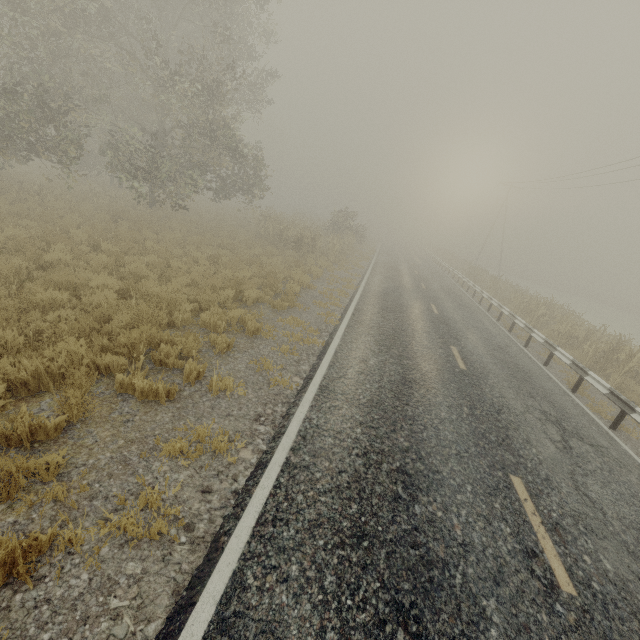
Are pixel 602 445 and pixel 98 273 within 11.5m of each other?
no

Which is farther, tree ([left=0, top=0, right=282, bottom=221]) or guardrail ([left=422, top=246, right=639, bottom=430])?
tree ([left=0, top=0, right=282, bottom=221])

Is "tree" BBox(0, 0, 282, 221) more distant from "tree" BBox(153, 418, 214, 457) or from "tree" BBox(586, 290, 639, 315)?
"tree" BBox(586, 290, 639, 315)

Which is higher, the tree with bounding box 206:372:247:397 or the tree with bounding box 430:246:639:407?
the tree with bounding box 430:246:639:407

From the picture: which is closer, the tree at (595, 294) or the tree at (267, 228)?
the tree at (267, 228)

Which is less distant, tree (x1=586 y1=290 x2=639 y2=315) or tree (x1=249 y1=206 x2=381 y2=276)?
tree (x1=249 y1=206 x2=381 y2=276)

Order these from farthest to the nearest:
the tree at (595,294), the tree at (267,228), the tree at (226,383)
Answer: the tree at (595,294) < the tree at (267,228) < the tree at (226,383)

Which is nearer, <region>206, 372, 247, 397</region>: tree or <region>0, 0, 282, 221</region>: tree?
<region>206, 372, 247, 397</region>: tree
